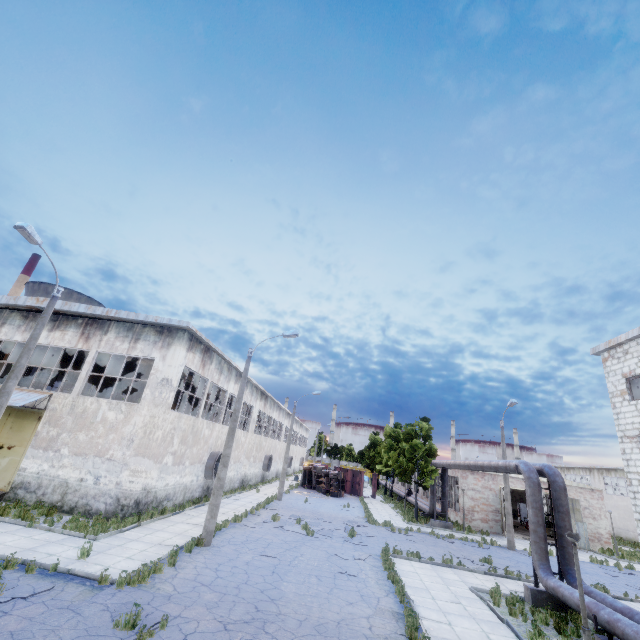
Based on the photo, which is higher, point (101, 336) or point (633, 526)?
point (101, 336)

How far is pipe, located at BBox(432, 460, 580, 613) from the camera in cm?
1174

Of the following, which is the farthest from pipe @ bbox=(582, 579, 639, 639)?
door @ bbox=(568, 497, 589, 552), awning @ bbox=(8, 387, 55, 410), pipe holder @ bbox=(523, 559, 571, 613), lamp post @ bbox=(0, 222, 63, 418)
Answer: awning @ bbox=(8, 387, 55, 410)

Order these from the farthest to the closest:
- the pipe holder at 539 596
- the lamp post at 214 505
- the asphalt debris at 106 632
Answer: the lamp post at 214 505
the pipe holder at 539 596
the asphalt debris at 106 632

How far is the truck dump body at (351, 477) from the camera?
42.4m

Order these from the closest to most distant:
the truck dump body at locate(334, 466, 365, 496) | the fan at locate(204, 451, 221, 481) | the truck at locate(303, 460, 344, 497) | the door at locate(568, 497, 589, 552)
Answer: the fan at locate(204, 451, 221, 481), the door at locate(568, 497, 589, 552), the truck at locate(303, 460, 344, 497), the truck dump body at locate(334, 466, 365, 496)

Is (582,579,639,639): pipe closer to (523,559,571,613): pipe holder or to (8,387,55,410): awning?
(523,559,571,613): pipe holder

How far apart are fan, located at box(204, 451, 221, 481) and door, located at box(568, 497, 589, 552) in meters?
29.7
